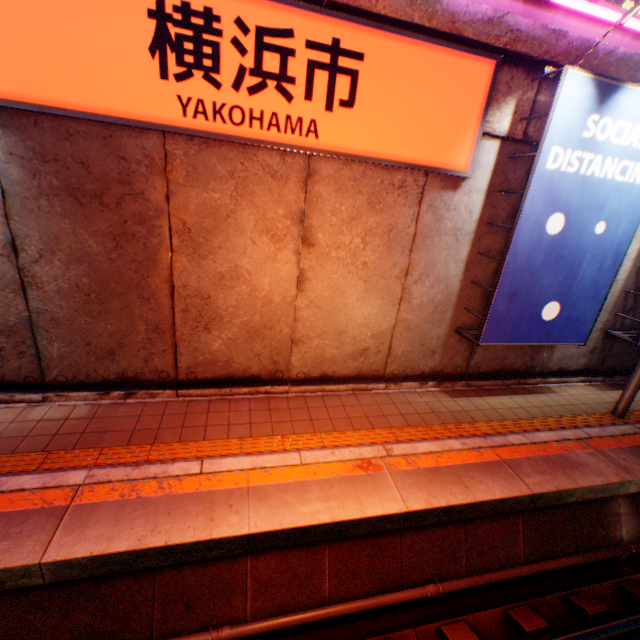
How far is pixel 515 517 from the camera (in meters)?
4.80

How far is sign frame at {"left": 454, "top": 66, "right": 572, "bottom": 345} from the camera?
4.7m

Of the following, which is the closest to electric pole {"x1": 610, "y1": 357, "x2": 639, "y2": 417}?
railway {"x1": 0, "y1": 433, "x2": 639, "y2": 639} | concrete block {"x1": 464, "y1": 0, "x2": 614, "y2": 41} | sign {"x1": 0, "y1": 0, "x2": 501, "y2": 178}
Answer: railway {"x1": 0, "y1": 433, "x2": 639, "y2": 639}

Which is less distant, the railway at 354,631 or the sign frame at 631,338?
the railway at 354,631

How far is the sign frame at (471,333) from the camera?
4.7 meters

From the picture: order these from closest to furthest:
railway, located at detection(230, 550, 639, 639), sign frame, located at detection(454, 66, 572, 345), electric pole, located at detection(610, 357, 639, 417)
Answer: railway, located at detection(230, 550, 639, 639)
sign frame, located at detection(454, 66, 572, 345)
electric pole, located at detection(610, 357, 639, 417)

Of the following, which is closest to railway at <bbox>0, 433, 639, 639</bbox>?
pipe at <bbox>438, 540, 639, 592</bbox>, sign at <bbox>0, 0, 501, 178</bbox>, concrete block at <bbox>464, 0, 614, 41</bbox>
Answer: pipe at <bbox>438, 540, 639, 592</bbox>

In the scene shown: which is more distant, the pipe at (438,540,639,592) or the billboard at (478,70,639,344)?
the billboard at (478,70,639,344)
